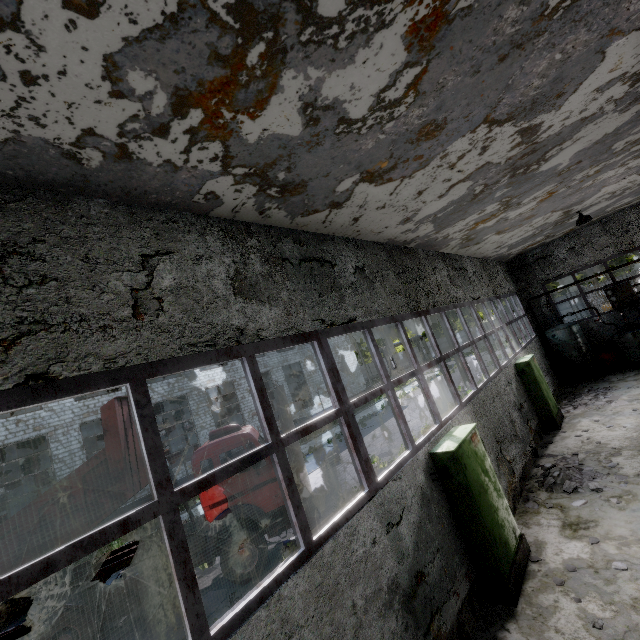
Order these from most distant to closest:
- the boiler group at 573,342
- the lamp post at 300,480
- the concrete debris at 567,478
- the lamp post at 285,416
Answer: the boiler group at 573,342 < the lamp post at 285,416 < the lamp post at 300,480 < the concrete debris at 567,478

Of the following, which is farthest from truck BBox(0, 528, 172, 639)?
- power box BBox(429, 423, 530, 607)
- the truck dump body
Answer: power box BBox(429, 423, 530, 607)

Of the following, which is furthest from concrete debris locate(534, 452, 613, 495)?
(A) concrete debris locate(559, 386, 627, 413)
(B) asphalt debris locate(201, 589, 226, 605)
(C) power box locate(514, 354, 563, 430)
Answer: (B) asphalt debris locate(201, 589, 226, 605)

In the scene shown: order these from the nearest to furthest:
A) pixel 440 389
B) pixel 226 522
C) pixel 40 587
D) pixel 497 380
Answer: pixel 40 587
pixel 226 522
pixel 497 380
pixel 440 389

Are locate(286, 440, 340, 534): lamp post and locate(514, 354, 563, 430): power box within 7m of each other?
no

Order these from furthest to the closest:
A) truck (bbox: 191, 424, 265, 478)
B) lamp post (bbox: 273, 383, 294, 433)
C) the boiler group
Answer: the boiler group
lamp post (bbox: 273, 383, 294, 433)
truck (bbox: 191, 424, 265, 478)

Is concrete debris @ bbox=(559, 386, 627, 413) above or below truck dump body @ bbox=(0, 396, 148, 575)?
below

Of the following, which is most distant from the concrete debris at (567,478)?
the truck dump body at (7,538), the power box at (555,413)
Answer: the truck dump body at (7,538)
